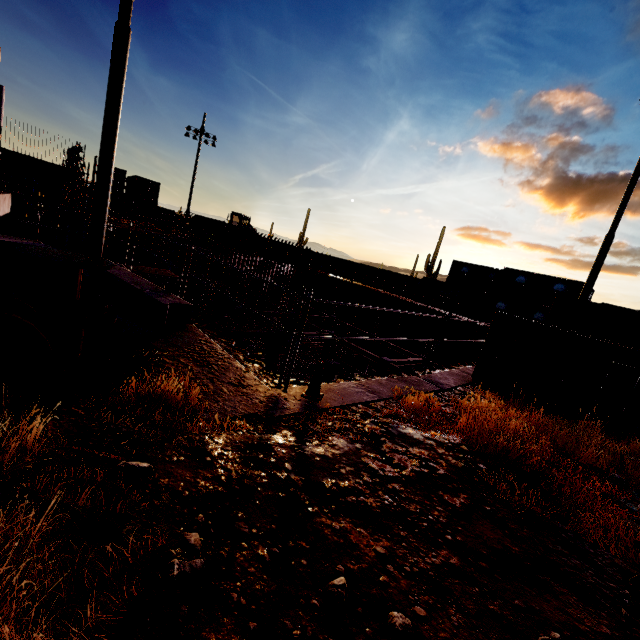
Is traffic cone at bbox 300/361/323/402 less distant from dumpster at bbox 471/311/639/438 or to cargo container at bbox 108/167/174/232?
dumpster at bbox 471/311/639/438

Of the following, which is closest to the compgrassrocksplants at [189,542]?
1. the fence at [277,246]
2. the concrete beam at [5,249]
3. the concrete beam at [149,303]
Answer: the concrete beam at [149,303]

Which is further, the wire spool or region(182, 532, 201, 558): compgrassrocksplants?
the wire spool

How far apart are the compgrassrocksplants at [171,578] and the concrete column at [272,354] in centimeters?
1792cm

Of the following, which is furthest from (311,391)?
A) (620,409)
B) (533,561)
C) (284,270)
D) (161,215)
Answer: (161,215)

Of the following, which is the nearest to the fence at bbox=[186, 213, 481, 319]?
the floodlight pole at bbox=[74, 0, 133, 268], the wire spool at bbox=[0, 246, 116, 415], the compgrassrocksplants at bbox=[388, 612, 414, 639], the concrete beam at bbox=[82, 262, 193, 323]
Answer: the floodlight pole at bbox=[74, 0, 133, 268]

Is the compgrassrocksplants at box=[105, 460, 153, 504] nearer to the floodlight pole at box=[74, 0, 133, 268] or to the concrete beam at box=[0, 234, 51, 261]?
the concrete beam at box=[0, 234, 51, 261]

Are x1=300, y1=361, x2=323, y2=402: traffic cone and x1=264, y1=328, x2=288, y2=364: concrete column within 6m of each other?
no
